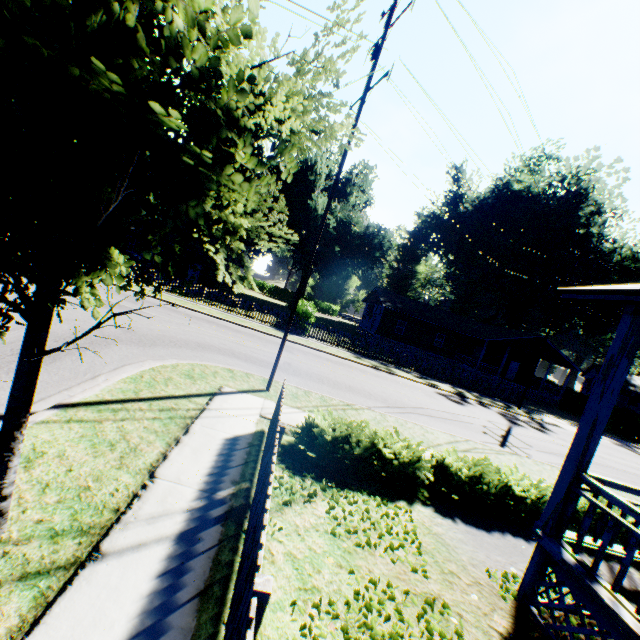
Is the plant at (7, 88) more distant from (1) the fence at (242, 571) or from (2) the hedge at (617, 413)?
(2) the hedge at (617, 413)

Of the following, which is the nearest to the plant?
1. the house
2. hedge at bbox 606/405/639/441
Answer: hedge at bbox 606/405/639/441

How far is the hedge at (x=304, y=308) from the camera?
22.87m

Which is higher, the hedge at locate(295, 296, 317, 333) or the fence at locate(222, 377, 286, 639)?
the hedge at locate(295, 296, 317, 333)

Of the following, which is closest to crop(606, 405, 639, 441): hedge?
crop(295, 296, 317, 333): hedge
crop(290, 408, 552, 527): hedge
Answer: crop(295, 296, 317, 333): hedge

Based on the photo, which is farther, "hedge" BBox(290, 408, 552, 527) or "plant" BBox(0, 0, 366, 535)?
"hedge" BBox(290, 408, 552, 527)

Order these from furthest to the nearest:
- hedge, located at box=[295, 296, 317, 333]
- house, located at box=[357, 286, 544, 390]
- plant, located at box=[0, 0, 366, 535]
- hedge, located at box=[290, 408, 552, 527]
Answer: house, located at box=[357, 286, 544, 390] → hedge, located at box=[295, 296, 317, 333] → hedge, located at box=[290, 408, 552, 527] → plant, located at box=[0, 0, 366, 535]

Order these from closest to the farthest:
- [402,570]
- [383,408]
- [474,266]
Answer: [402,570] → [383,408] → [474,266]
